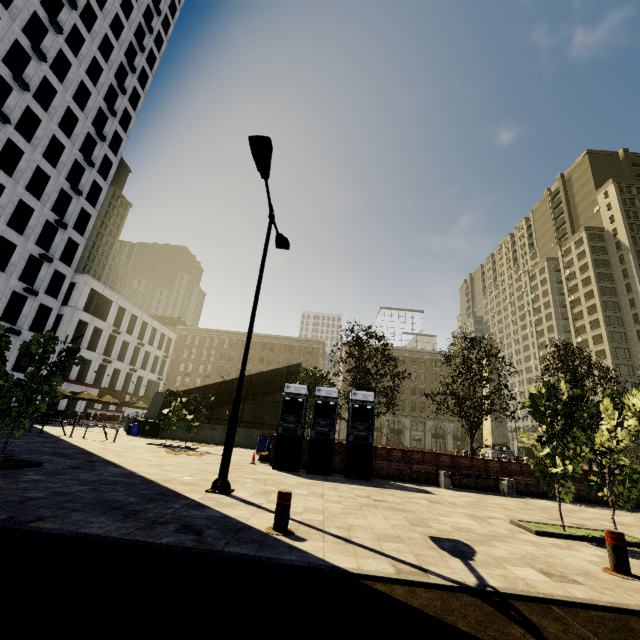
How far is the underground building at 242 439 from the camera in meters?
22.8 m

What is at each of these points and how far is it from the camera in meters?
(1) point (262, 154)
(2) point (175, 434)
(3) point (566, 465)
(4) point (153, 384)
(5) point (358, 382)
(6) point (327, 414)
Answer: (1) street light, 7.9 m
(2) underground building, 23.0 m
(3) tree, 7.1 m
(4) building, 54.6 m
(5) tree, 16.4 m
(6) atm, 13.0 m

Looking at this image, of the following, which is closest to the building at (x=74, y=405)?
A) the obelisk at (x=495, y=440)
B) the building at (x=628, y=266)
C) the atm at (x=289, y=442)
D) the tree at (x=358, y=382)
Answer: the building at (x=628, y=266)

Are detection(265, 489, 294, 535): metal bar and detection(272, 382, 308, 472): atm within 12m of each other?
yes

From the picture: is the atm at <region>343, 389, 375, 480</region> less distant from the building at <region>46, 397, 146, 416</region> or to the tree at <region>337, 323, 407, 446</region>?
the tree at <region>337, 323, 407, 446</region>

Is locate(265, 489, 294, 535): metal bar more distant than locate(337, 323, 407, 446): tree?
No

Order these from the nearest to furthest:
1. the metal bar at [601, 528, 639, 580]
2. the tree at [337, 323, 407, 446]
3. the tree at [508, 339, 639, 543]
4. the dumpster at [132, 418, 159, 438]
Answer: the metal bar at [601, 528, 639, 580] < the tree at [508, 339, 639, 543] < the tree at [337, 323, 407, 446] < the dumpster at [132, 418, 159, 438]

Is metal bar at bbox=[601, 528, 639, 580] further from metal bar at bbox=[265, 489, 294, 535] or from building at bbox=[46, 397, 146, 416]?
building at bbox=[46, 397, 146, 416]
